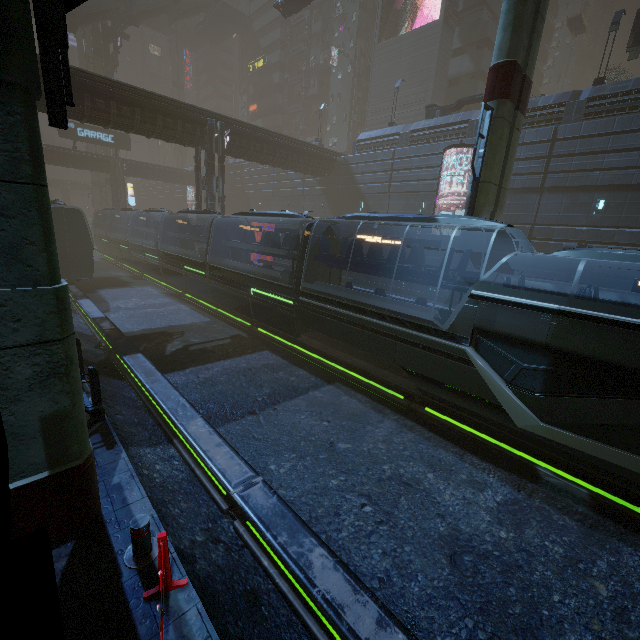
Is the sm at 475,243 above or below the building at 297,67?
below

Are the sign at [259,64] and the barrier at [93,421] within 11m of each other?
no

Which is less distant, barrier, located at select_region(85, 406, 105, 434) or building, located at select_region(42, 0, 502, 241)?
barrier, located at select_region(85, 406, 105, 434)

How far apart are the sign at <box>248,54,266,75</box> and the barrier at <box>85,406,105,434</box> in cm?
6432

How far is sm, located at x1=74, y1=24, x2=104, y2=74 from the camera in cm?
4741

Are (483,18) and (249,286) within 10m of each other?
no

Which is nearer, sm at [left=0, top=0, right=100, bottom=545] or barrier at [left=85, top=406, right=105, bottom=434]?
sm at [left=0, top=0, right=100, bottom=545]

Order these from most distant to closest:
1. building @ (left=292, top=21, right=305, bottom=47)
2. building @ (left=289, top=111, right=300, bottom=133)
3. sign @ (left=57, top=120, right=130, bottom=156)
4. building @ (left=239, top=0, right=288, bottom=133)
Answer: building @ (left=289, top=111, right=300, bottom=133) < building @ (left=239, top=0, right=288, bottom=133) < building @ (left=292, top=21, right=305, bottom=47) < sign @ (left=57, top=120, right=130, bottom=156)
